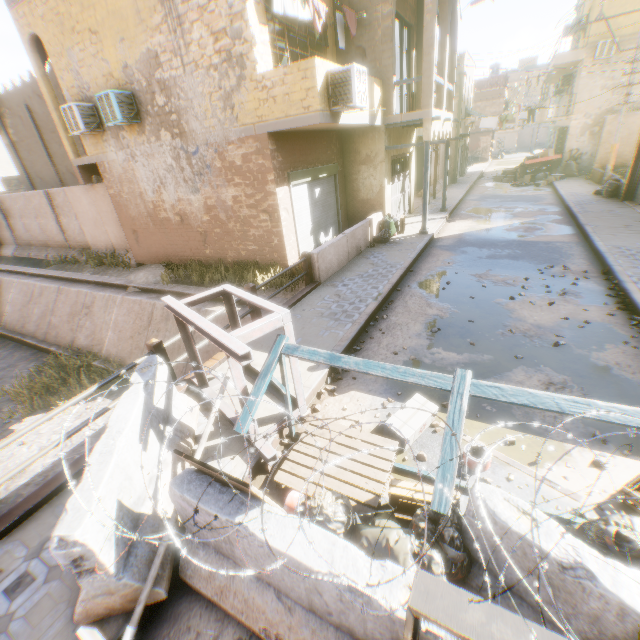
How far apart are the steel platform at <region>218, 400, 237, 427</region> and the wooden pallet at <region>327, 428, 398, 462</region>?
0.1 meters

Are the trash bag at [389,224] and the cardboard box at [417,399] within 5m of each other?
no

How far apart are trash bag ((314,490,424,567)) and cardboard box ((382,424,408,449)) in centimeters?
64cm

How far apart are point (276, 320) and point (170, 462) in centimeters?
202cm

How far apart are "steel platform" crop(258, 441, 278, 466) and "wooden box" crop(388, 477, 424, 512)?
1.4 meters

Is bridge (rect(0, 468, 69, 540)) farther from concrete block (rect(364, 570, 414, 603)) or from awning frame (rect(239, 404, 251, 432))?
awning frame (rect(239, 404, 251, 432))

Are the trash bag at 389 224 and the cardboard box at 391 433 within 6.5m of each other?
no

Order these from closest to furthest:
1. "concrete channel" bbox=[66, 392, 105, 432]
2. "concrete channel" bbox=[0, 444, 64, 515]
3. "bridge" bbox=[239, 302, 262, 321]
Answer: "bridge" bbox=[239, 302, 262, 321] → "concrete channel" bbox=[0, 444, 64, 515] → "concrete channel" bbox=[66, 392, 105, 432]
